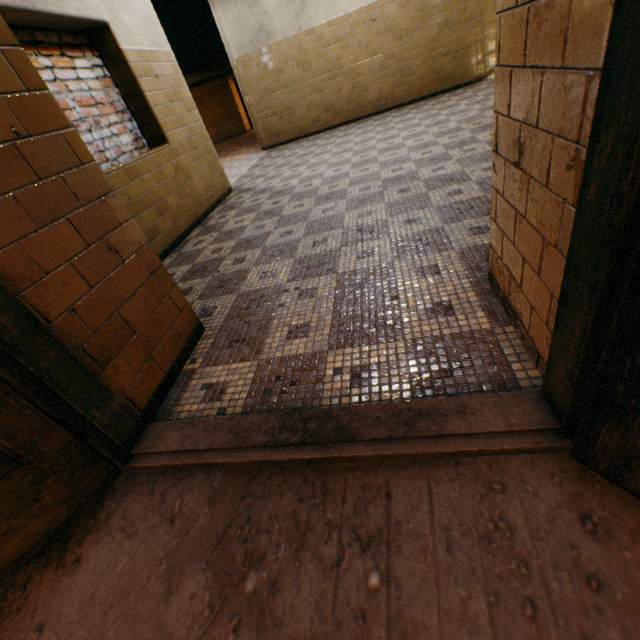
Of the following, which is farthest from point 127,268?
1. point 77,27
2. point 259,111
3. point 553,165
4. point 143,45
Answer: point 259,111

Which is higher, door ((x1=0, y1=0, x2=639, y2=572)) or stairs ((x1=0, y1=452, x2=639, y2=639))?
door ((x1=0, y1=0, x2=639, y2=572))

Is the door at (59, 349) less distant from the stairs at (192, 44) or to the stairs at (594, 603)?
the stairs at (594, 603)

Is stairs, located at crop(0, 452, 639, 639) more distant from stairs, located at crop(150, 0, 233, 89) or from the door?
stairs, located at crop(150, 0, 233, 89)

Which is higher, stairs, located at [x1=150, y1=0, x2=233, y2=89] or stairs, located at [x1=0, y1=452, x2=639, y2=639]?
stairs, located at [x1=150, y1=0, x2=233, y2=89]

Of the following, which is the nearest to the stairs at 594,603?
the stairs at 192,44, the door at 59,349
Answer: the door at 59,349

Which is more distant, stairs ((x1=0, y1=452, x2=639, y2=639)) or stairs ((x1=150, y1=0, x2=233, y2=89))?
stairs ((x1=150, y1=0, x2=233, y2=89))
